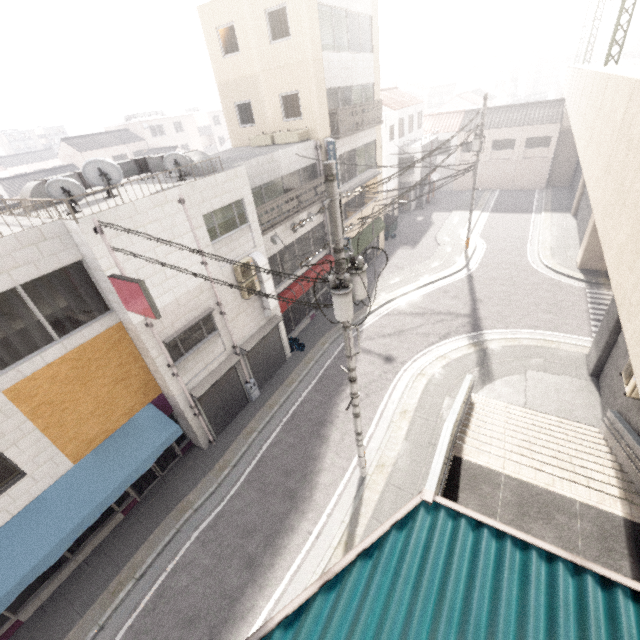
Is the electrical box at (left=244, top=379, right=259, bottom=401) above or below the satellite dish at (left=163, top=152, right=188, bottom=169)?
below

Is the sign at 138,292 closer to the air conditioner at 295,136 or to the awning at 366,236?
the air conditioner at 295,136

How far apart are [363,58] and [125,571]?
24.8 meters

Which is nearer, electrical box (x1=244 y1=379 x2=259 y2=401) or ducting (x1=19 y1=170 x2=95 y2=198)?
ducting (x1=19 y1=170 x2=95 y2=198)

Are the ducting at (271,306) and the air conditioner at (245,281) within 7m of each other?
yes

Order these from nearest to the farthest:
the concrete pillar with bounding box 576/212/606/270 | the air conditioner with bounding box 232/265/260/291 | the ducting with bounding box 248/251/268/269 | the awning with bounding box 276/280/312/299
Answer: the air conditioner with bounding box 232/265/260/291 → the ducting with bounding box 248/251/268/269 → the awning with bounding box 276/280/312/299 → the concrete pillar with bounding box 576/212/606/270

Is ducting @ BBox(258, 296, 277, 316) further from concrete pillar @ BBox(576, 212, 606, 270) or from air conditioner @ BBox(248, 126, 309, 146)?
concrete pillar @ BBox(576, 212, 606, 270)

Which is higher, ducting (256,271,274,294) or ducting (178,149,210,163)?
ducting (178,149,210,163)
